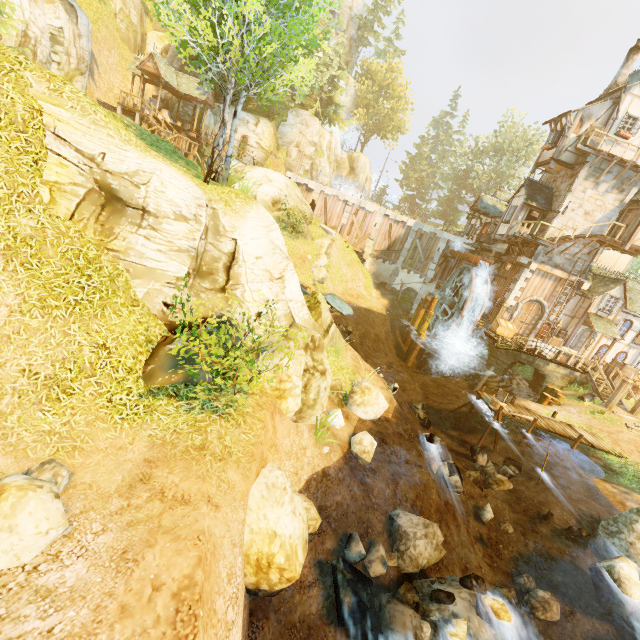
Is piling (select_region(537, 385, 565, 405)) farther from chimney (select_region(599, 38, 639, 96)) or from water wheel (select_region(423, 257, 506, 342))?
chimney (select_region(599, 38, 639, 96))

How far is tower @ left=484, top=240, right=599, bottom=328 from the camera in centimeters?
2289cm

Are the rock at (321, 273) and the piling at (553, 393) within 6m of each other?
no

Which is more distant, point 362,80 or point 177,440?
point 362,80

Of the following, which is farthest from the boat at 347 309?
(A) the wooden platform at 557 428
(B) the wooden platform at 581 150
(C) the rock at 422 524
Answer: (B) the wooden platform at 581 150

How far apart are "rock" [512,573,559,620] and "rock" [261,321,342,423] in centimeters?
692cm

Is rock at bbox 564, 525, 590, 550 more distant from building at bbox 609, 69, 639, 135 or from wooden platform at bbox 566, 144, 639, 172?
wooden platform at bbox 566, 144, 639, 172

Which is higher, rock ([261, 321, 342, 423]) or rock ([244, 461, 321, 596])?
rock ([261, 321, 342, 423])
